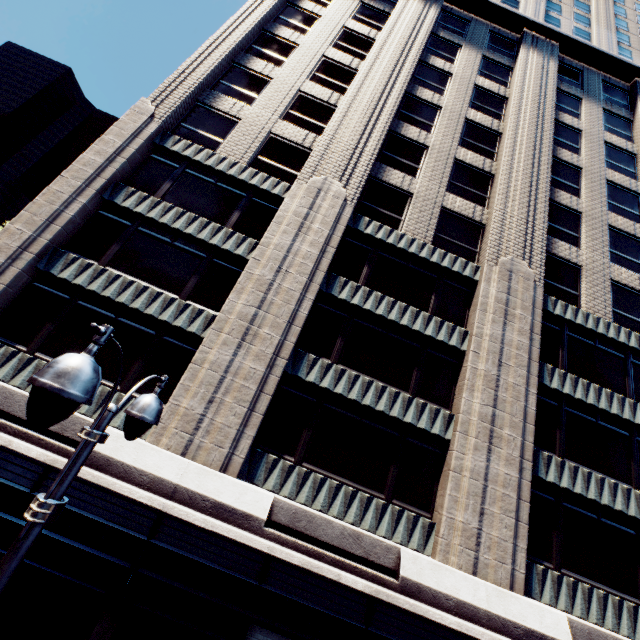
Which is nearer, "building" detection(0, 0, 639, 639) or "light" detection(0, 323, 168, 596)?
"light" detection(0, 323, 168, 596)

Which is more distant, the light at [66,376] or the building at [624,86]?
the building at [624,86]

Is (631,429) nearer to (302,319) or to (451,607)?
(451,607)
